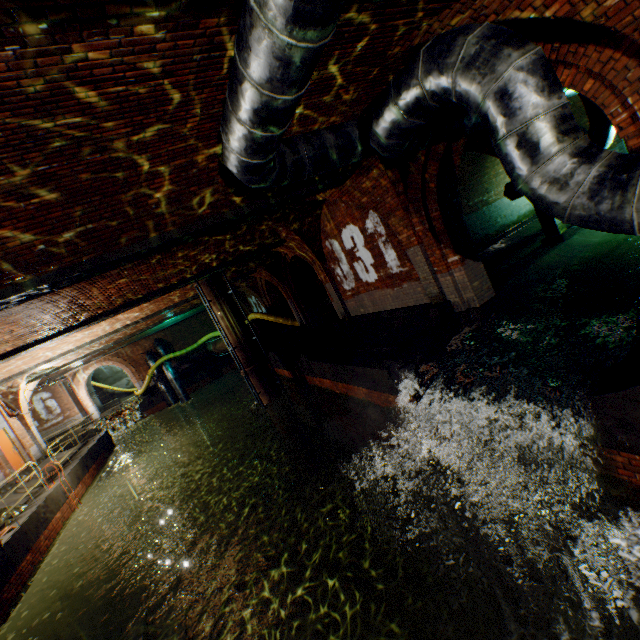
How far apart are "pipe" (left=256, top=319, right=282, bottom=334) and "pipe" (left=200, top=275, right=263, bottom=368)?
5.57m

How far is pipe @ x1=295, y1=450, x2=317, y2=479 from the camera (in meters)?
13.92

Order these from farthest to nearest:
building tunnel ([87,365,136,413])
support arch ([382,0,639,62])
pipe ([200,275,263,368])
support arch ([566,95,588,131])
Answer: building tunnel ([87,365,136,413])
pipe ([200,275,263,368])
support arch ([566,95,588,131])
support arch ([382,0,639,62])

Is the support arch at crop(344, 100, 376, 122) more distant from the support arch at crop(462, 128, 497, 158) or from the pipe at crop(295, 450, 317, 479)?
the pipe at crop(295, 450, 317, 479)

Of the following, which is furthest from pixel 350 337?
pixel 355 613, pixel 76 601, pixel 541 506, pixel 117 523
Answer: pixel 117 523

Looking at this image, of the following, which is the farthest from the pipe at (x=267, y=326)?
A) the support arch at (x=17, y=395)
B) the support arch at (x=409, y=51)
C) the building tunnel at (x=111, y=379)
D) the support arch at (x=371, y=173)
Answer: the support arch at (x=409, y=51)

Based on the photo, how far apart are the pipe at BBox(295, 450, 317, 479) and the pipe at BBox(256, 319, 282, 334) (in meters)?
7.69

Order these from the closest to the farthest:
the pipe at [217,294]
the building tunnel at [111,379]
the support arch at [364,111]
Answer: the support arch at [364,111] → the pipe at [217,294] → the building tunnel at [111,379]
